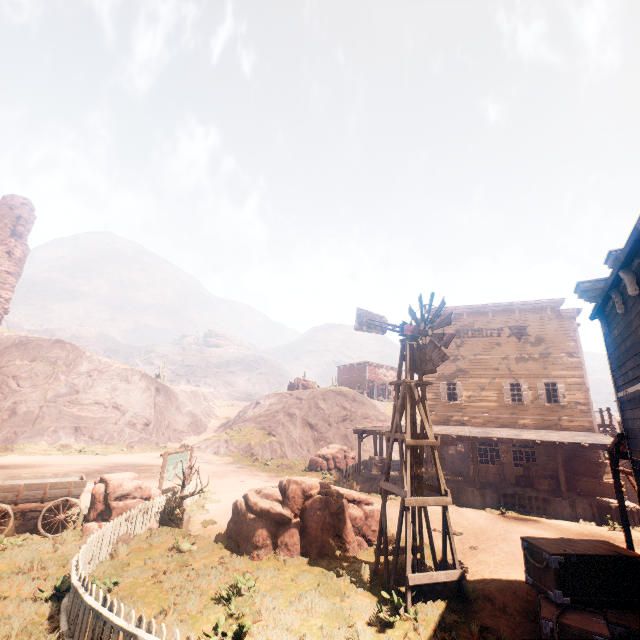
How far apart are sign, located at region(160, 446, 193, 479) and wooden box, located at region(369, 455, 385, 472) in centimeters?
1141cm

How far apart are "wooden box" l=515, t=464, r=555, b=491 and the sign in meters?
18.8 m

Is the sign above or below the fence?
above

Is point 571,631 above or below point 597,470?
below

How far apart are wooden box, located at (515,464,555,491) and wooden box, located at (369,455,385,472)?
7.6 meters

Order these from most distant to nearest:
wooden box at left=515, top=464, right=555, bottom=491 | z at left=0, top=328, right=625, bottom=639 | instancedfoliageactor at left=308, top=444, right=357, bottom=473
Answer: instancedfoliageactor at left=308, top=444, right=357, bottom=473 < wooden box at left=515, top=464, right=555, bottom=491 < z at left=0, top=328, right=625, bottom=639

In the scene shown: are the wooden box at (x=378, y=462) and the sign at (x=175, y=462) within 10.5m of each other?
no

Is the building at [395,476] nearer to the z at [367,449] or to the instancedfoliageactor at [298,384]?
the z at [367,449]
